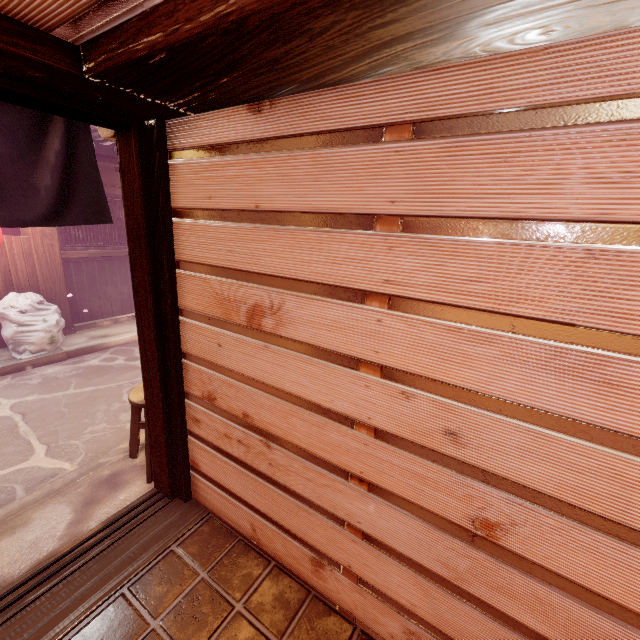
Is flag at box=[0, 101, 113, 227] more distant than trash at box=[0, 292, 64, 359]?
No

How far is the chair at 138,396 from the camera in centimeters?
510cm

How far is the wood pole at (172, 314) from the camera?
3.6 meters

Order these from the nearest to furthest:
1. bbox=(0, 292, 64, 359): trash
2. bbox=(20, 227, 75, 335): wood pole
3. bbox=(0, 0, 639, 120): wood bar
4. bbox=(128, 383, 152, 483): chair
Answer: bbox=(0, 0, 639, 120): wood bar, bbox=(128, 383, 152, 483): chair, bbox=(0, 292, 64, 359): trash, bbox=(20, 227, 75, 335): wood pole

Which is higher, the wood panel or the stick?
the wood panel

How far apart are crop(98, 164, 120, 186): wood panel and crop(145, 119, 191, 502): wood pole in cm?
1003

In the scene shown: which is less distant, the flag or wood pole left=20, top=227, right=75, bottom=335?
the flag

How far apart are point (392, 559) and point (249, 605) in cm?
186
